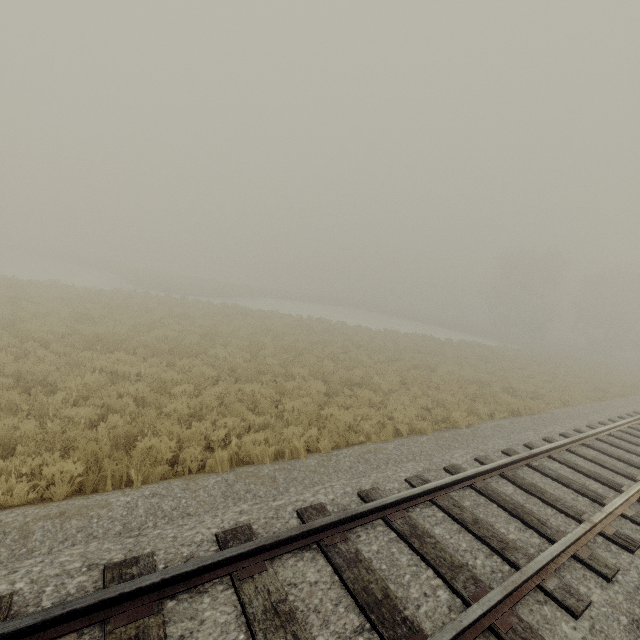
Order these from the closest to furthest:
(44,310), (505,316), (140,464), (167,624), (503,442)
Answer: (167,624) → (140,464) → (503,442) → (44,310) → (505,316)
